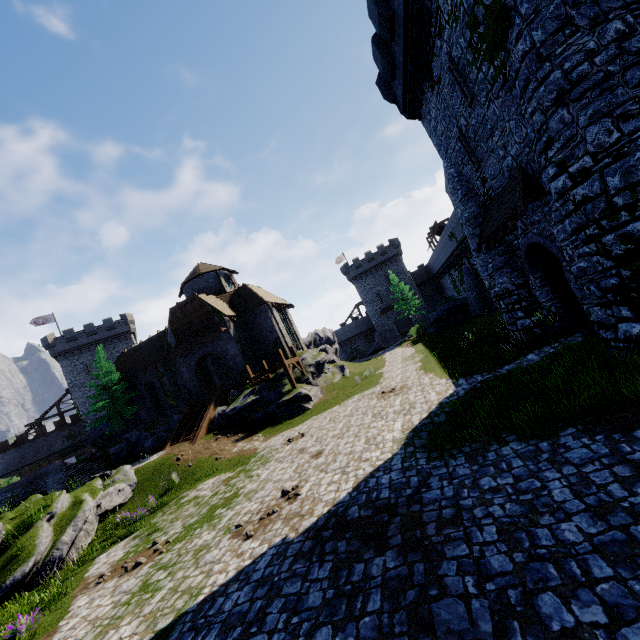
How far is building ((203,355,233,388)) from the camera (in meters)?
31.96

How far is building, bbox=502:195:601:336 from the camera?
10.9 meters

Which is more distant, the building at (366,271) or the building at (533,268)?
the building at (366,271)

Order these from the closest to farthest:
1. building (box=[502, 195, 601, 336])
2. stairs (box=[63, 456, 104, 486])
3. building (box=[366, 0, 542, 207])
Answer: building (box=[366, 0, 542, 207]) → building (box=[502, 195, 601, 336]) → stairs (box=[63, 456, 104, 486])

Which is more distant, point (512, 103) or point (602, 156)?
point (512, 103)

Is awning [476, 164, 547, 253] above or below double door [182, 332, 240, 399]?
below

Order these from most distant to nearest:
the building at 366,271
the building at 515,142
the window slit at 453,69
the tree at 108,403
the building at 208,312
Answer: the building at 366,271 < the tree at 108,403 < the building at 208,312 < the window slit at 453,69 < the building at 515,142

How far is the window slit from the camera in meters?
11.7
